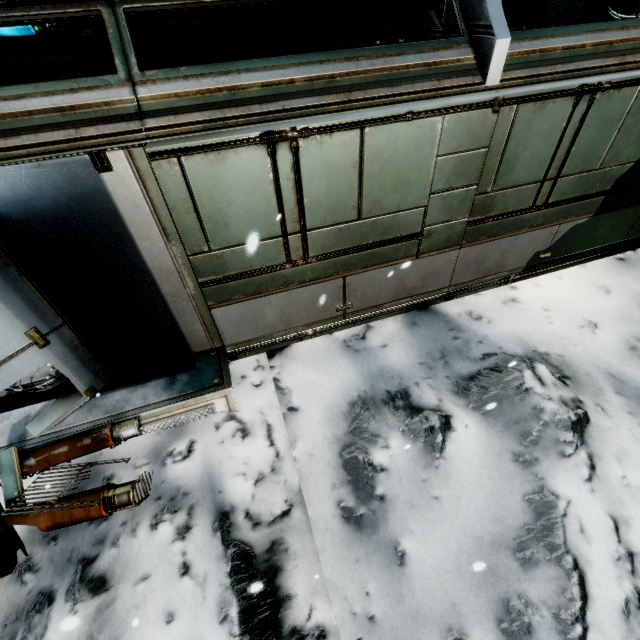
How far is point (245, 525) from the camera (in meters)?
3.25
